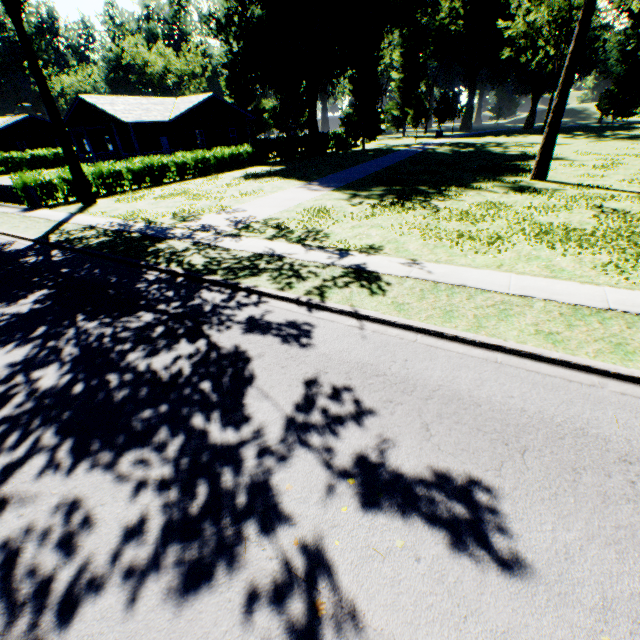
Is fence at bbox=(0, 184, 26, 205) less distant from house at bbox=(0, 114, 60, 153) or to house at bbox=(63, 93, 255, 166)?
house at bbox=(63, 93, 255, 166)

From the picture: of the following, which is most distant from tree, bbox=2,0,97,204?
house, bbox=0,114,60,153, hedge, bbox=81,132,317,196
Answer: house, bbox=0,114,60,153

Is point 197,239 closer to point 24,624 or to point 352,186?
point 24,624

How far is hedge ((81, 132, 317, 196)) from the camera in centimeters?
2250cm

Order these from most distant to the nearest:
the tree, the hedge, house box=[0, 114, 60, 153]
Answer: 1. house box=[0, 114, 60, 153]
2. the hedge
3. the tree

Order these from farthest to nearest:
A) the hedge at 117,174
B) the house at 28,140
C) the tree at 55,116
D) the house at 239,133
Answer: the house at 28,140 → the house at 239,133 → the hedge at 117,174 → the tree at 55,116

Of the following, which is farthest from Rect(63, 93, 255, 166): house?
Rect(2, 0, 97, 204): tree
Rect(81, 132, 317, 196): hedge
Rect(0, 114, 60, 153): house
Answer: Rect(0, 114, 60, 153): house

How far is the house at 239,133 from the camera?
29.0 meters
